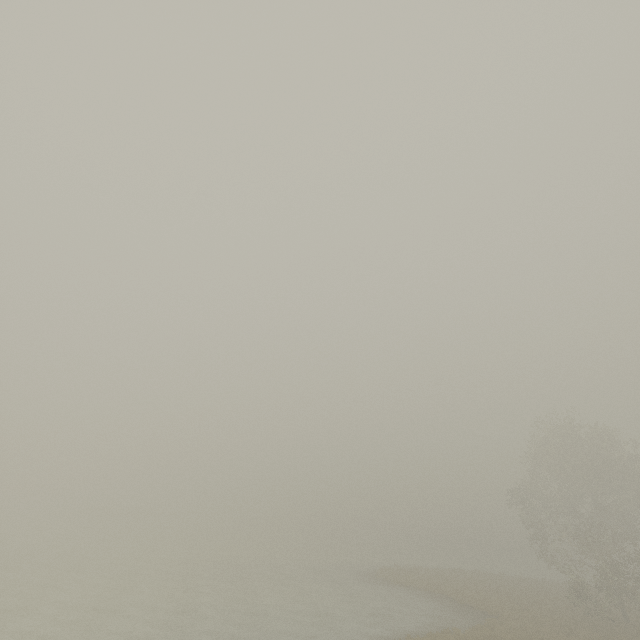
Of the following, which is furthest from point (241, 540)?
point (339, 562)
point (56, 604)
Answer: point (56, 604)
